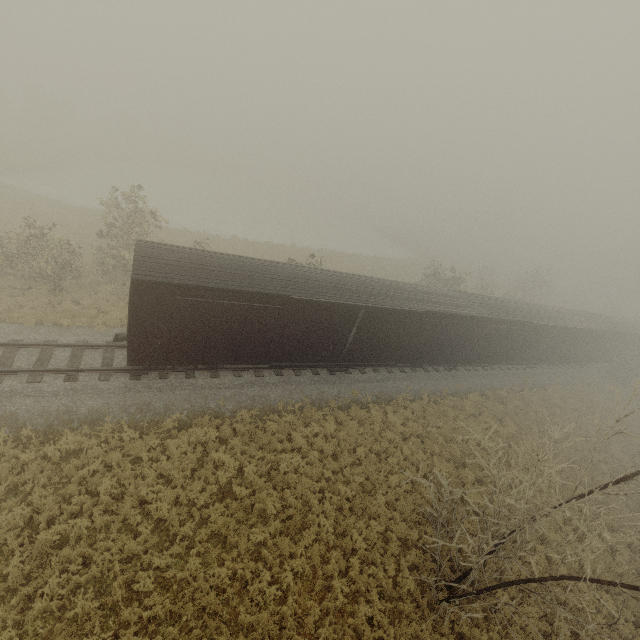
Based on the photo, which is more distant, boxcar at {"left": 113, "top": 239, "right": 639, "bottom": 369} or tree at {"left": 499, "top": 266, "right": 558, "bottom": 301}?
tree at {"left": 499, "top": 266, "right": 558, "bottom": 301}

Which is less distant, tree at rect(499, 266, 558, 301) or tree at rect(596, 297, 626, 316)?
tree at rect(499, 266, 558, 301)

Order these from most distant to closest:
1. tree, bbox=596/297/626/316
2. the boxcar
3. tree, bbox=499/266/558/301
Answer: tree, bbox=596/297/626/316 → tree, bbox=499/266/558/301 → the boxcar

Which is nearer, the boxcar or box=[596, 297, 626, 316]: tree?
the boxcar

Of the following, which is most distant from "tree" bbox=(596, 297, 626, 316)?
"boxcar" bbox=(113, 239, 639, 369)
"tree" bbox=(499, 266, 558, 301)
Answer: "boxcar" bbox=(113, 239, 639, 369)

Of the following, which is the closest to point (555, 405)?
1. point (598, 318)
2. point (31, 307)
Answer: point (598, 318)

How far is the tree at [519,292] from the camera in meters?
40.3 m

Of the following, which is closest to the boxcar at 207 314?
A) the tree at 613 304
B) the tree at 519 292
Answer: the tree at 519 292
